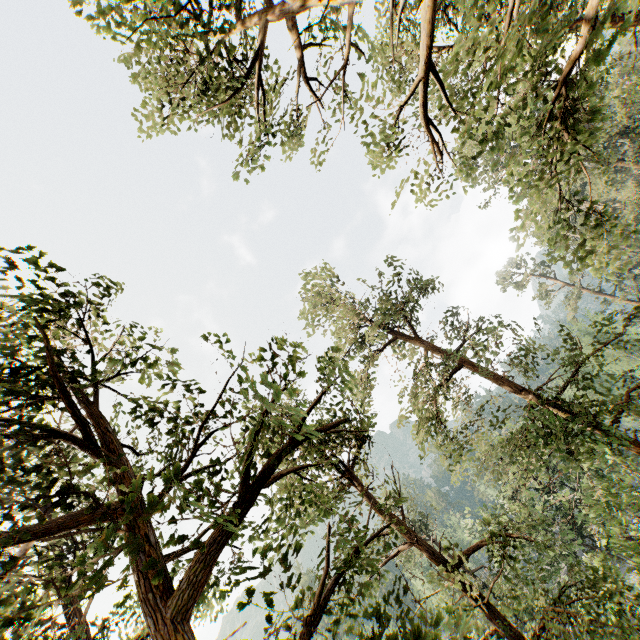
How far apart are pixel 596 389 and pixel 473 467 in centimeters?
4274cm
